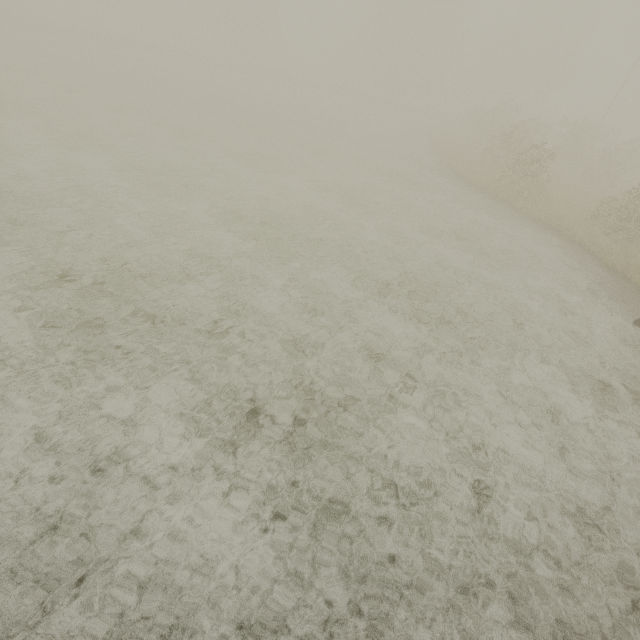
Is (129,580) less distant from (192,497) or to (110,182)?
(192,497)
